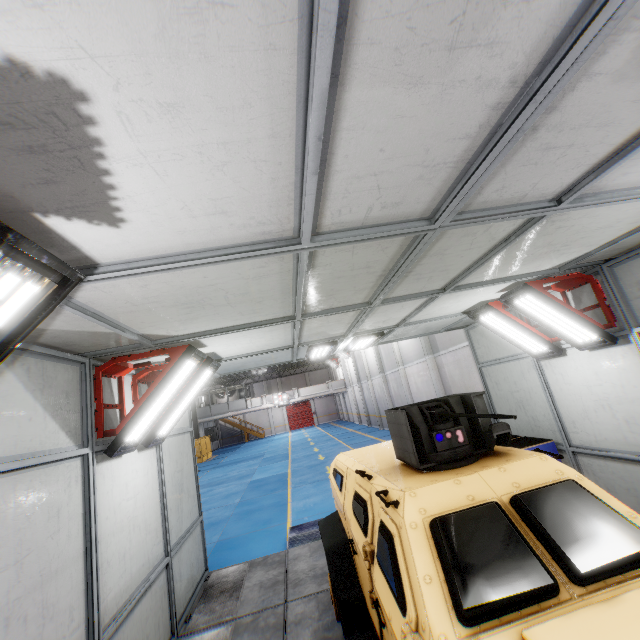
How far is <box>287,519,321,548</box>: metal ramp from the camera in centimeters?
722cm

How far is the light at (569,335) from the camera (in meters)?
4.93

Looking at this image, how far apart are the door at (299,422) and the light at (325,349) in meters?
42.5 m

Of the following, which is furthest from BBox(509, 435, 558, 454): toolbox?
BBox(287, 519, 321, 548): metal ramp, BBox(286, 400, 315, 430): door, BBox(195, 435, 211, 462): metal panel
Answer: BBox(286, 400, 315, 430): door

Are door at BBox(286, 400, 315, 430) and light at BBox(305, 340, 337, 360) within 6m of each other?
no

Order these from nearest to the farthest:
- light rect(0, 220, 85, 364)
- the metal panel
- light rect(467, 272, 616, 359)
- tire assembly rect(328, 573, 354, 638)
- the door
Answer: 1. light rect(0, 220, 85, 364)
2. tire assembly rect(328, 573, 354, 638)
3. light rect(467, 272, 616, 359)
4. the metal panel
5. the door

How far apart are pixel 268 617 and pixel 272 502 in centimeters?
733cm

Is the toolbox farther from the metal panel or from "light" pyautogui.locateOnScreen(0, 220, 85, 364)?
the metal panel
